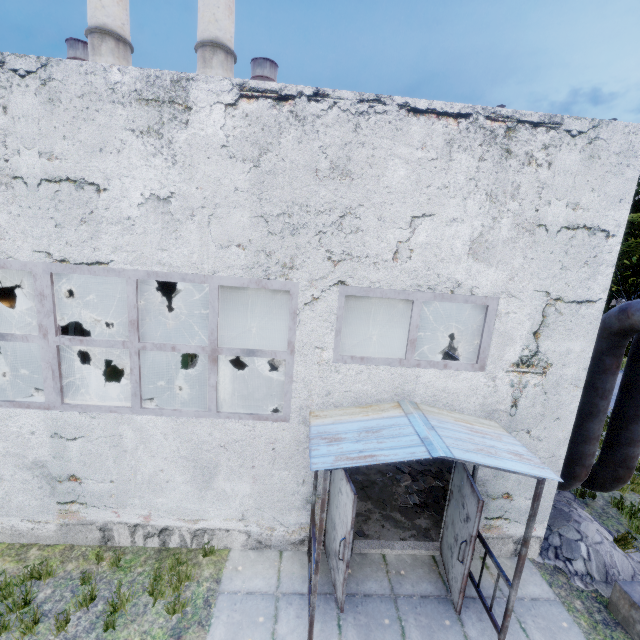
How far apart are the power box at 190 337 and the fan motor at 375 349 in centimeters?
607cm

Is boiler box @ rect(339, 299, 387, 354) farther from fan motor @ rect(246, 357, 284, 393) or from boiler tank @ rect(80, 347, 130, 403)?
boiler tank @ rect(80, 347, 130, 403)

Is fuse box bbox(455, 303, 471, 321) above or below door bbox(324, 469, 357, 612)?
above

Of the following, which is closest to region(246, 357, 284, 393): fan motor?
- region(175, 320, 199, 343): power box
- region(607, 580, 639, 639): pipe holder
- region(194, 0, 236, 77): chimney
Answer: region(175, 320, 199, 343): power box

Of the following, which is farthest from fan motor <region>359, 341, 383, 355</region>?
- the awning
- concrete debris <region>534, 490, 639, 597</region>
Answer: the awning

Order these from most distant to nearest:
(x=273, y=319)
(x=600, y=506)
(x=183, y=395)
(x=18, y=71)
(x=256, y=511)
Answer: (x=273, y=319), (x=183, y=395), (x=600, y=506), (x=256, y=511), (x=18, y=71)

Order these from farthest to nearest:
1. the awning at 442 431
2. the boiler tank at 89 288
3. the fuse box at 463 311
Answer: the fuse box at 463 311, the boiler tank at 89 288, the awning at 442 431

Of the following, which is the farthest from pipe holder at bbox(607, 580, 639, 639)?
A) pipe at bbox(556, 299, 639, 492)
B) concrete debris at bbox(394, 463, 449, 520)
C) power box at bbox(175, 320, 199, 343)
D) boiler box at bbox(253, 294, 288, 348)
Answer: power box at bbox(175, 320, 199, 343)
